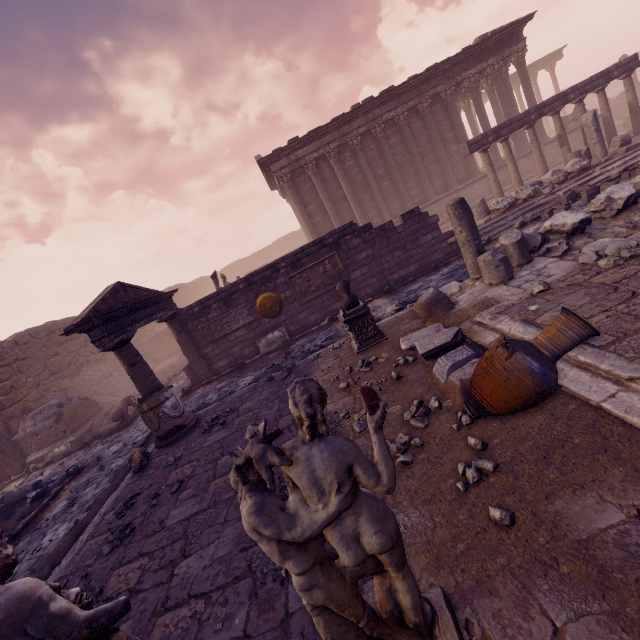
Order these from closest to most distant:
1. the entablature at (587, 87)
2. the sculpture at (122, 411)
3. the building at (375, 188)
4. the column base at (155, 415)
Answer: the column base at (155, 415) < the sculpture at (122, 411) < the entablature at (587, 87) < the building at (375, 188)

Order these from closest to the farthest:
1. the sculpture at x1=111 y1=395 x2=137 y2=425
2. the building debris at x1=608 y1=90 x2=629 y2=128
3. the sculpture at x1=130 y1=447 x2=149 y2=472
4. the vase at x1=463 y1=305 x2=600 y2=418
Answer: the vase at x1=463 y1=305 x2=600 y2=418
the sculpture at x1=130 y1=447 x2=149 y2=472
the sculpture at x1=111 y1=395 x2=137 y2=425
the building debris at x1=608 y1=90 x2=629 y2=128

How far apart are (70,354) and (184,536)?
17.1m

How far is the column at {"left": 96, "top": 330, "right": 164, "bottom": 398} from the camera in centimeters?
789cm

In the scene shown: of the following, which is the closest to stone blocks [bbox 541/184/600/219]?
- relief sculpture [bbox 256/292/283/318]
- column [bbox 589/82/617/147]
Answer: column [bbox 589/82/617/147]

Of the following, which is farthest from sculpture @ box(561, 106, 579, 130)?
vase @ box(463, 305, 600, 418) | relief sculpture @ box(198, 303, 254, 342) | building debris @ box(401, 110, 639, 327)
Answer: vase @ box(463, 305, 600, 418)

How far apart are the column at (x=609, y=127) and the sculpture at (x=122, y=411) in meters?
22.9

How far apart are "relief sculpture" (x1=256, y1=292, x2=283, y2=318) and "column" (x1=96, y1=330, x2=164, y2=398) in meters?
3.9 m
